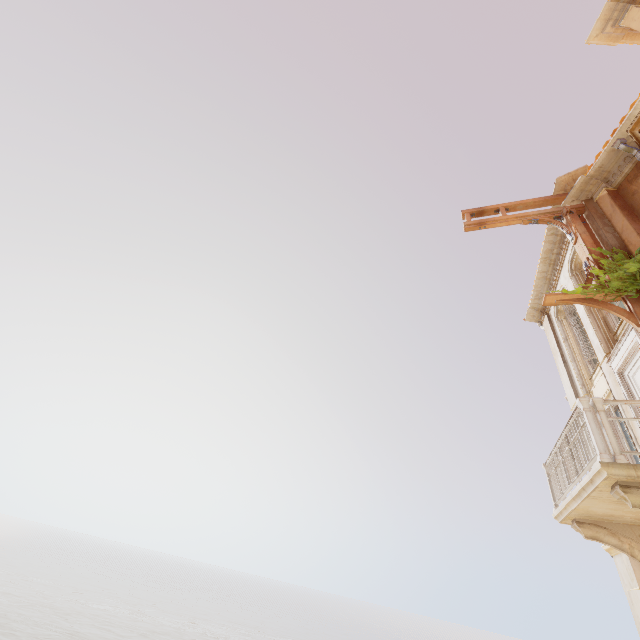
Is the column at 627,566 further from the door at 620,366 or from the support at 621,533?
the door at 620,366

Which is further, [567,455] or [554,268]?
[554,268]

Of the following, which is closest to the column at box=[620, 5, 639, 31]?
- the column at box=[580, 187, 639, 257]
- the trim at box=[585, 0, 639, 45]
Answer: the trim at box=[585, 0, 639, 45]

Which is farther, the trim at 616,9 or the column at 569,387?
the column at 569,387

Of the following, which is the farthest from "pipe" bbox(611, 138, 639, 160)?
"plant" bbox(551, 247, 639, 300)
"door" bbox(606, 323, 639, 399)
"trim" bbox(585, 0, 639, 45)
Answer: "trim" bbox(585, 0, 639, 45)

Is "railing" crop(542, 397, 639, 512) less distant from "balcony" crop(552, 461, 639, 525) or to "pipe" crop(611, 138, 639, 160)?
"balcony" crop(552, 461, 639, 525)

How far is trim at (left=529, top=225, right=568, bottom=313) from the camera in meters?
10.7

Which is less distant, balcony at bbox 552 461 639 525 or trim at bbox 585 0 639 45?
balcony at bbox 552 461 639 525
